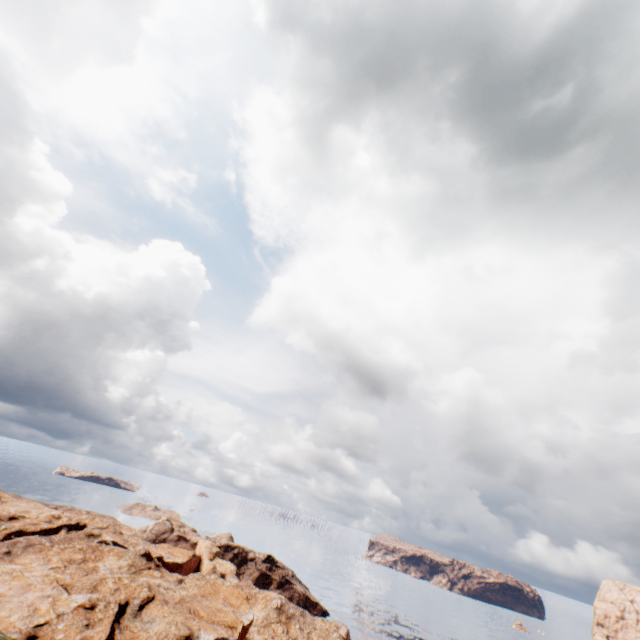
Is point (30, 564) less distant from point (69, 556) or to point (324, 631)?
point (69, 556)
